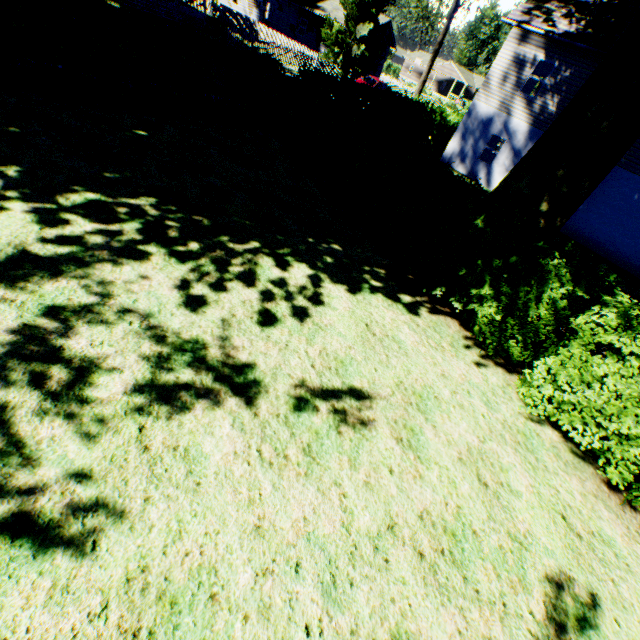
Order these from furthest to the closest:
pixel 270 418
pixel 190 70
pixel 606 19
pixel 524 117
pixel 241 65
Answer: pixel 524 117 < pixel 606 19 < pixel 241 65 < pixel 190 70 < pixel 270 418

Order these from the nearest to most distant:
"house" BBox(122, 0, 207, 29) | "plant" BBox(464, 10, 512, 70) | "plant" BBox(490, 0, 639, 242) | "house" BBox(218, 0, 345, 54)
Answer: "plant" BBox(490, 0, 639, 242), "house" BBox(122, 0, 207, 29), "house" BBox(218, 0, 345, 54), "plant" BBox(464, 10, 512, 70)

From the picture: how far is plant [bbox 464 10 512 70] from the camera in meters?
52.6 m

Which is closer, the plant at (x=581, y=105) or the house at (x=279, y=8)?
the plant at (x=581, y=105)

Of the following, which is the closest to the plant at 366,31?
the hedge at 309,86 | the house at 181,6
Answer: the house at 181,6

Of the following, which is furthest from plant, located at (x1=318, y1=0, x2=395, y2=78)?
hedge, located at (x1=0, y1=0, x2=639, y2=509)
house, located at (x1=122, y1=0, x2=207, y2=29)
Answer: hedge, located at (x1=0, y1=0, x2=639, y2=509)

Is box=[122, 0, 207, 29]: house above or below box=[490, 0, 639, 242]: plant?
below
